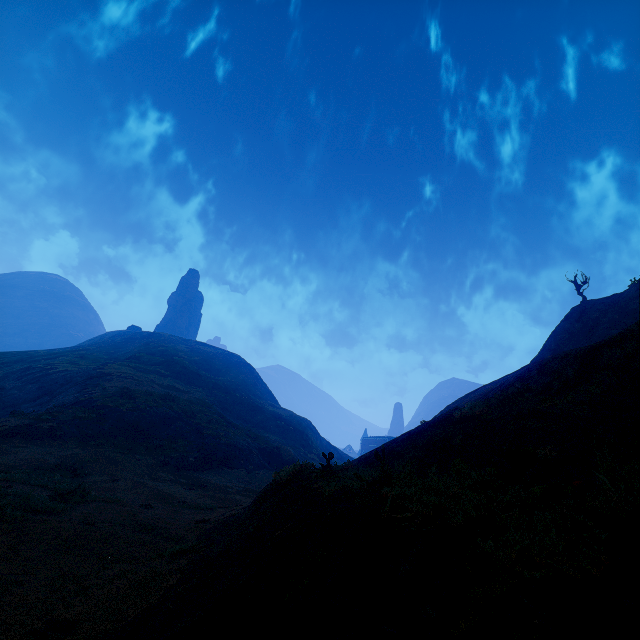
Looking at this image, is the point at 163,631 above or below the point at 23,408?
below
